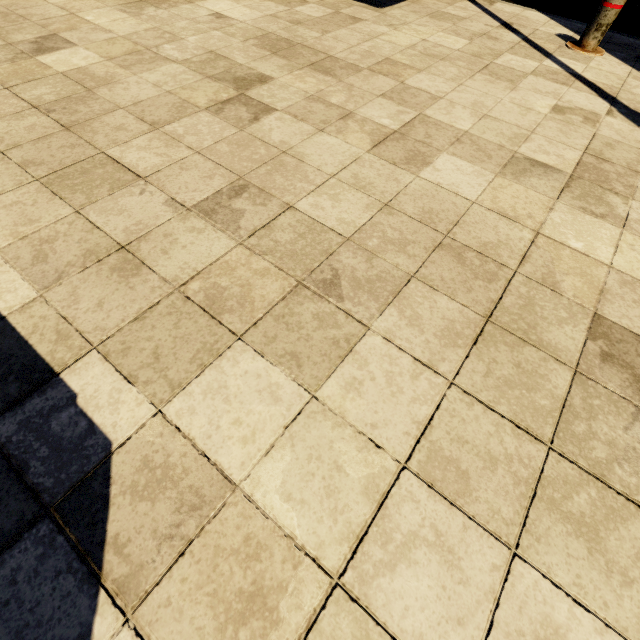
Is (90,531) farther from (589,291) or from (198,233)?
(589,291)
